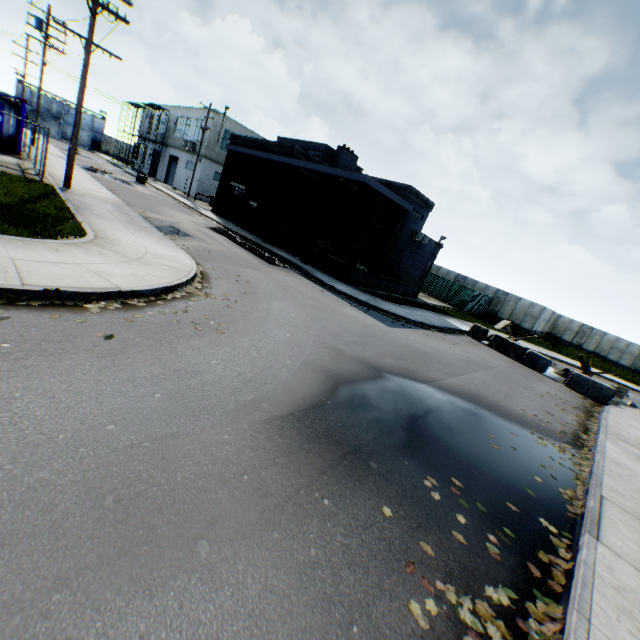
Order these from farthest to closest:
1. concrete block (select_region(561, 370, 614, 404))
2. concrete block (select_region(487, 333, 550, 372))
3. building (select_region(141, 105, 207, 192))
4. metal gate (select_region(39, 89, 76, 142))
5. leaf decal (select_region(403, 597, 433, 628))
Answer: metal gate (select_region(39, 89, 76, 142)) → building (select_region(141, 105, 207, 192)) → concrete block (select_region(487, 333, 550, 372)) → concrete block (select_region(561, 370, 614, 404)) → leaf decal (select_region(403, 597, 433, 628))

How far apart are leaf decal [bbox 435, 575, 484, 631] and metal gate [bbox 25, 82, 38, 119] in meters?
74.8 m

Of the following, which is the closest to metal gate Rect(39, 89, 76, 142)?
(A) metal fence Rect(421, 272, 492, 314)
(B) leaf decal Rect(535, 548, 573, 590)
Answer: (A) metal fence Rect(421, 272, 492, 314)

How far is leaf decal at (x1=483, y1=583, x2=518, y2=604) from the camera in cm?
337

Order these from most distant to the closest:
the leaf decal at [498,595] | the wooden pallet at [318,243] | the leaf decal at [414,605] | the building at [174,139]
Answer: the building at [174,139] < the wooden pallet at [318,243] < the leaf decal at [498,595] < the leaf decal at [414,605]

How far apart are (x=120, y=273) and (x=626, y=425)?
17.7m

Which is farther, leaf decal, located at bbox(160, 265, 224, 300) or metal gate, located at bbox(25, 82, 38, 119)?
metal gate, located at bbox(25, 82, 38, 119)

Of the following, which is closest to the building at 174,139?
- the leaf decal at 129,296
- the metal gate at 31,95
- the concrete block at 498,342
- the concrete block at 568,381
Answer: the metal gate at 31,95
